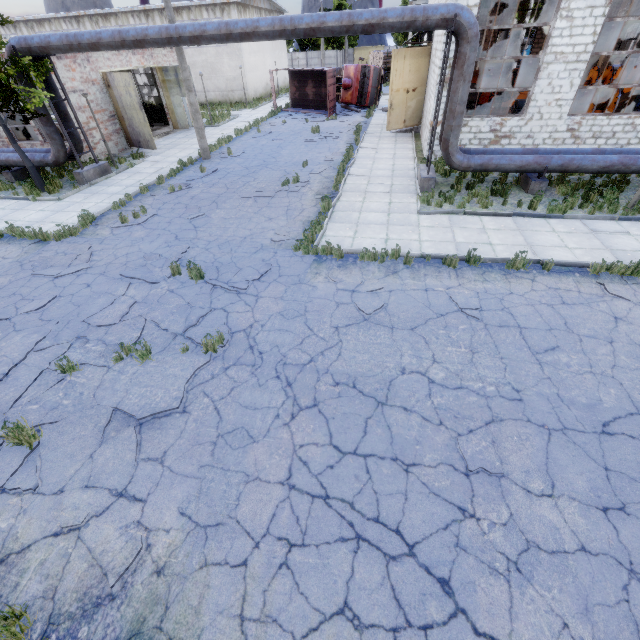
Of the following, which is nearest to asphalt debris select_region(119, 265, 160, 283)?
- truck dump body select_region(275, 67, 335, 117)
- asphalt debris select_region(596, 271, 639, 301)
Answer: asphalt debris select_region(596, 271, 639, 301)

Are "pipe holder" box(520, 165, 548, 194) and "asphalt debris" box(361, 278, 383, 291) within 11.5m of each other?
yes

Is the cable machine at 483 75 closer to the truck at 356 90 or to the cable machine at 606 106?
the truck at 356 90

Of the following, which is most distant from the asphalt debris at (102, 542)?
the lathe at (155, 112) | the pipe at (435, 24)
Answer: the lathe at (155, 112)

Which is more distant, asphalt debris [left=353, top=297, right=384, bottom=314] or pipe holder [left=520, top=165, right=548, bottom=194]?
pipe holder [left=520, top=165, right=548, bottom=194]

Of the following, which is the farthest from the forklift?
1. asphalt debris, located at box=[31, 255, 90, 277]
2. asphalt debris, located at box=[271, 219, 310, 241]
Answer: asphalt debris, located at box=[31, 255, 90, 277]

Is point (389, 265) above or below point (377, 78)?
below

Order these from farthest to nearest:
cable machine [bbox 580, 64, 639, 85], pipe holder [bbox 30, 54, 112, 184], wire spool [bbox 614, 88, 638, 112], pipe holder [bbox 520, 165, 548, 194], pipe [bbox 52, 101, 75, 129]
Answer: cable machine [bbox 580, 64, 639, 85] < wire spool [bbox 614, 88, 638, 112] < pipe [bbox 52, 101, 75, 129] < pipe holder [bbox 30, 54, 112, 184] < pipe holder [bbox 520, 165, 548, 194]
